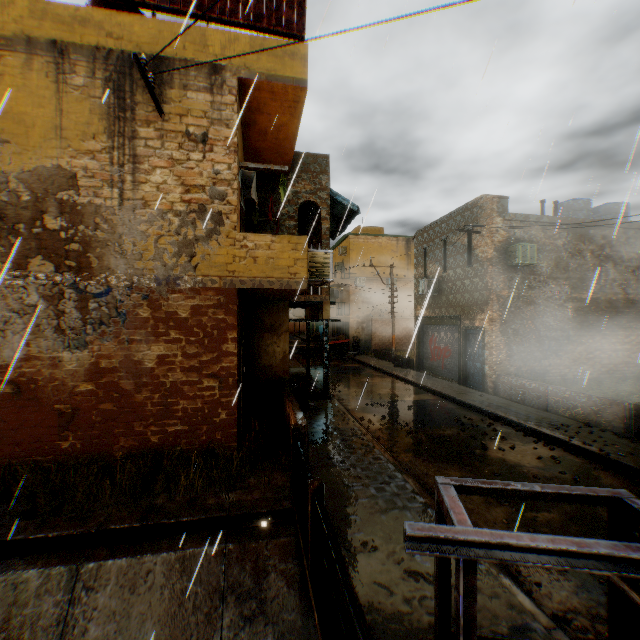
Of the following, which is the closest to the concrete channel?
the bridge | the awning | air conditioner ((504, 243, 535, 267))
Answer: the bridge

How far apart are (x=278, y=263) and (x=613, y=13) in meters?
9.8 m

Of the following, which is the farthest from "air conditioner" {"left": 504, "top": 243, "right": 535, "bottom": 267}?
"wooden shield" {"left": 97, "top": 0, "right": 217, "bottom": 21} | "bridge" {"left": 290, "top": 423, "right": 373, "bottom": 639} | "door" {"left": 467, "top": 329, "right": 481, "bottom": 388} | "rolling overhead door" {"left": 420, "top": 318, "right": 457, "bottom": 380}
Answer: "wooden shield" {"left": 97, "top": 0, "right": 217, "bottom": 21}

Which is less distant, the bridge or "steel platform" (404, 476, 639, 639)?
"steel platform" (404, 476, 639, 639)

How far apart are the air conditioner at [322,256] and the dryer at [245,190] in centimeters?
142cm

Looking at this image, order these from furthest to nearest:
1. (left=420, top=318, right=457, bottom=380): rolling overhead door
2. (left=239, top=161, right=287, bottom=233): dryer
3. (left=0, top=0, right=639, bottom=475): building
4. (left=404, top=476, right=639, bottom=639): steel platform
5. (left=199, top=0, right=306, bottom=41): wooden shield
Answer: (left=420, top=318, right=457, bottom=380): rolling overhead door < (left=239, top=161, right=287, bottom=233): dryer < (left=199, top=0, right=306, bottom=41): wooden shield < (left=0, top=0, right=639, bottom=475): building < (left=404, top=476, right=639, bottom=639): steel platform

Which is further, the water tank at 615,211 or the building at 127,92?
the water tank at 615,211

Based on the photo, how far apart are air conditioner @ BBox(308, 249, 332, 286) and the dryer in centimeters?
142cm
